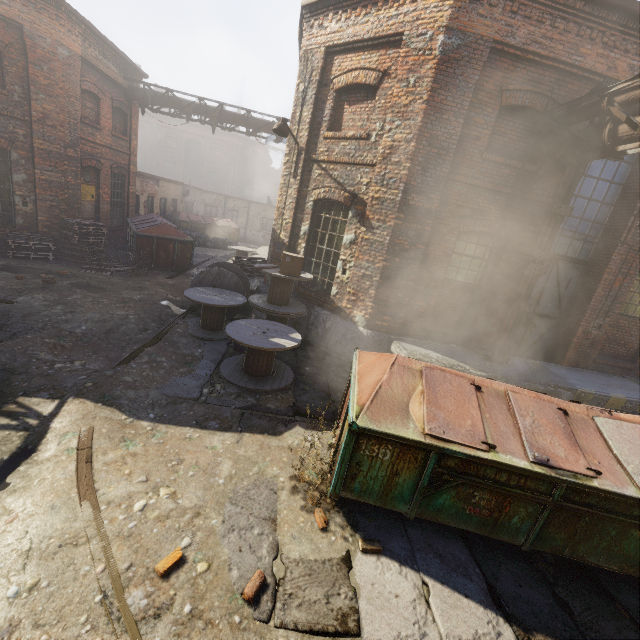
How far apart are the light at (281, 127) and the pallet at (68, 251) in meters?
8.0 m

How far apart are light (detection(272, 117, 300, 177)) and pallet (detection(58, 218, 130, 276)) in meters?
8.0 m

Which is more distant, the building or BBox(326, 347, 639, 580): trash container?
the building

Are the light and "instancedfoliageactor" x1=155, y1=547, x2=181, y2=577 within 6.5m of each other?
no

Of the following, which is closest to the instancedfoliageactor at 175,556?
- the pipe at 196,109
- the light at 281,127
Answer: the light at 281,127

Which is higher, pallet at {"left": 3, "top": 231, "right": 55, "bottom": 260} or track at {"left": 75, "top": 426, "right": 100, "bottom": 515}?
pallet at {"left": 3, "top": 231, "right": 55, "bottom": 260}

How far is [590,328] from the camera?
8.7m

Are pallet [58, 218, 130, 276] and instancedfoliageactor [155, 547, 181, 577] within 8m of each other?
no
